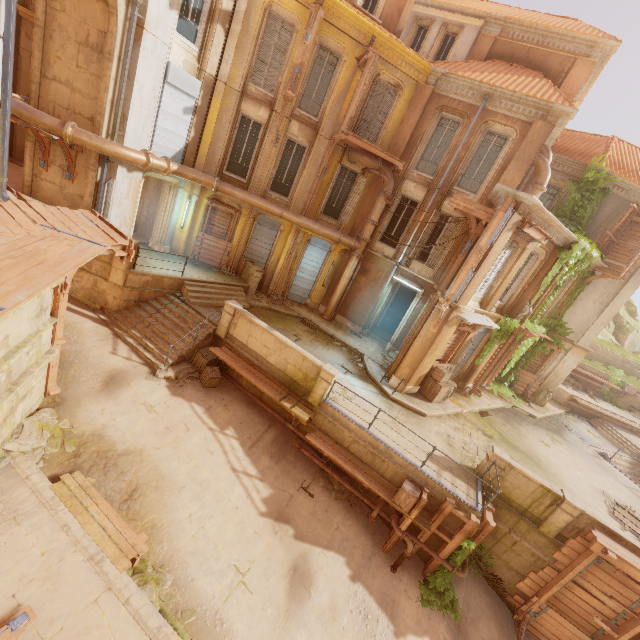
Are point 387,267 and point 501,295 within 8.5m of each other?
yes

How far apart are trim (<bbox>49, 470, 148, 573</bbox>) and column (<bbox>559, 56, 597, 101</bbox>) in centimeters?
2257cm

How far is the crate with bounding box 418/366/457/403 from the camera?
14.48m

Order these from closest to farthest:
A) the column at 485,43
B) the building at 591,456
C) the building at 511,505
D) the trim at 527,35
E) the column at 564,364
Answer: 1. the building at 511,505
2. the building at 591,456
3. the trim at 527,35
4. the column at 485,43
5. the column at 564,364

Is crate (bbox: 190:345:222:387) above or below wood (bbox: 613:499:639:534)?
below

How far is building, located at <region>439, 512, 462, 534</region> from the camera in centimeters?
1002cm

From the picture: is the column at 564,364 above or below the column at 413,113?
below

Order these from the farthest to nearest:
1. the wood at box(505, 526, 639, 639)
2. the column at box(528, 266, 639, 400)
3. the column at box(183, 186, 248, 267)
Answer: the column at box(528, 266, 639, 400) → the column at box(183, 186, 248, 267) → the wood at box(505, 526, 639, 639)
